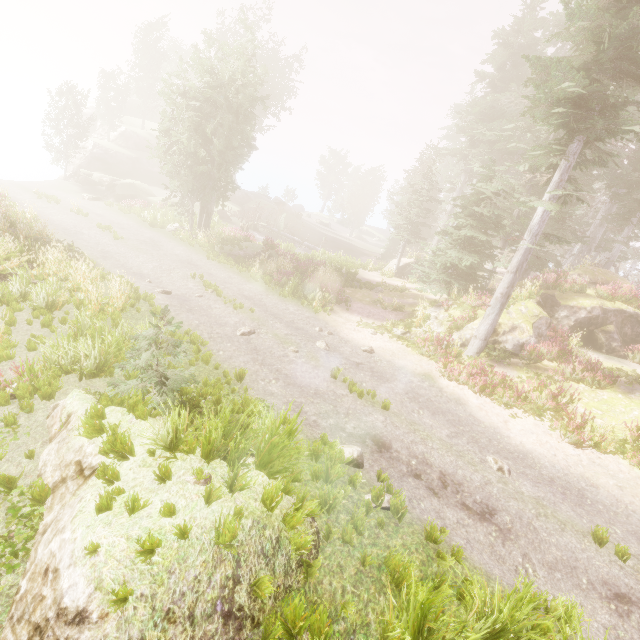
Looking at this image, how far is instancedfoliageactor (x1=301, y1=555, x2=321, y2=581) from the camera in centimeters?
397cm

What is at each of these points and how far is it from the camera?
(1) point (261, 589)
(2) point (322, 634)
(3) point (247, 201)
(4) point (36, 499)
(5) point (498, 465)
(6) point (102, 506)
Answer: (1) instancedfoliageactor, 3.59m
(2) instancedfoliageactor, 3.44m
(3) rock, 46.91m
(4) instancedfoliageactor, 4.46m
(5) instancedfoliageactor, 8.54m
(6) instancedfoliageactor, 3.72m

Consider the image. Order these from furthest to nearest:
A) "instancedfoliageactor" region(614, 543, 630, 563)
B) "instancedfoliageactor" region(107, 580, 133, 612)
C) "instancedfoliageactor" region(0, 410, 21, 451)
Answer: "instancedfoliageactor" region(614, 543, 630, 563), "instancedfoliageactor" region(0, 410, 21, 451), "instancedfoliageactor" region(107, 580, 133, 612)

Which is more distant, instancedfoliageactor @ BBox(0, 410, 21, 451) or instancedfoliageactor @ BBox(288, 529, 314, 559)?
instancedfoliageactor @ BBox(0, 410, 21, 451)

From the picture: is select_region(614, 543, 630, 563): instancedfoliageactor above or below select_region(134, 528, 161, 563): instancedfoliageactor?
below

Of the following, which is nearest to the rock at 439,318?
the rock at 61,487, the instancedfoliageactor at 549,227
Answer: the instancedfoliageactor at 549,227

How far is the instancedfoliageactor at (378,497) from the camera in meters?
4.6

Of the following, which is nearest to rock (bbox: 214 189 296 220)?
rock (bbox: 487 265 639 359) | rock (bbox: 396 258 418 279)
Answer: rock (bbox: 396 258 418 279)
